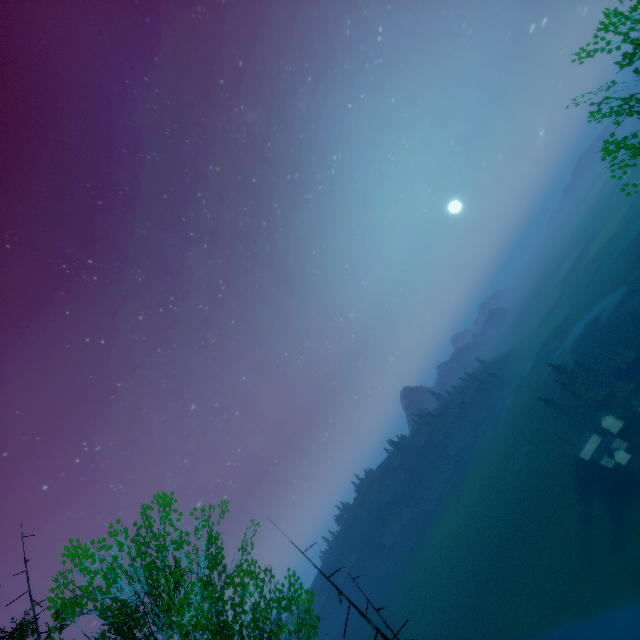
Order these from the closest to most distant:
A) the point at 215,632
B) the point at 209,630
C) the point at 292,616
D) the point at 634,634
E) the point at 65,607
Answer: the point at 209,630 → the point at 215,632 → the point at 292,616 → the point at 65,607 → the point at 634,634
